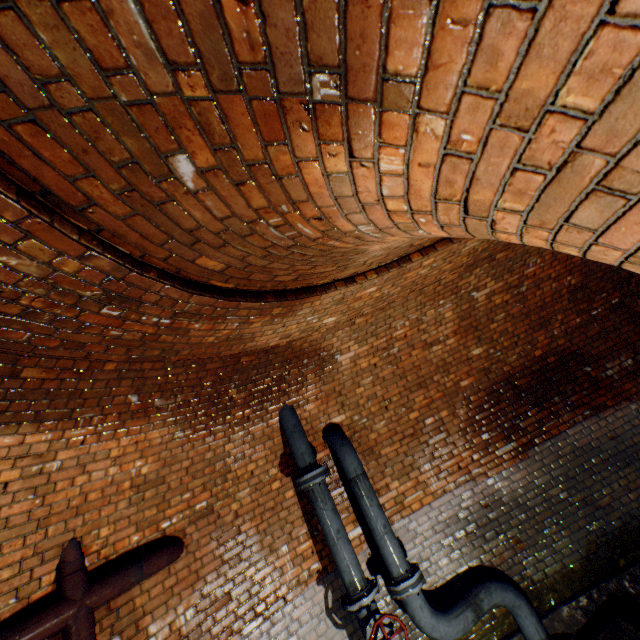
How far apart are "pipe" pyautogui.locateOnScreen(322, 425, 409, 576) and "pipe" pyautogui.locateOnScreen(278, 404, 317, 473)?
0.3 meters

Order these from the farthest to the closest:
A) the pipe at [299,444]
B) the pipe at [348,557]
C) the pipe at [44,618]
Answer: the pipe at [299,444], the pipe at [348,557], the pipe at [44,618]

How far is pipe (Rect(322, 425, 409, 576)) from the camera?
3.7 meters

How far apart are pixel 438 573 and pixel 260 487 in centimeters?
266cm

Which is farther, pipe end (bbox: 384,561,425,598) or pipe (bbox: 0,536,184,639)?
pipe end (bbox: 384,561,425,598)

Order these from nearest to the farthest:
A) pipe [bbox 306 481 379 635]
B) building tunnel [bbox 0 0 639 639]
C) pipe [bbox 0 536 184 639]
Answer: building tunnel [bbox 0 0 639 639]
pipe [bbox 0 536 184 639]
pipe [bbox 306 481 379 635]

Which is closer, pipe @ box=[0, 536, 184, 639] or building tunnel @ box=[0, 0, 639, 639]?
building tunnel @ box=[0, 0, 639, 639]

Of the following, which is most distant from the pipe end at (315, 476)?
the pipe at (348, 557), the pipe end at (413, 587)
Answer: the pipe end at (413, 587)
